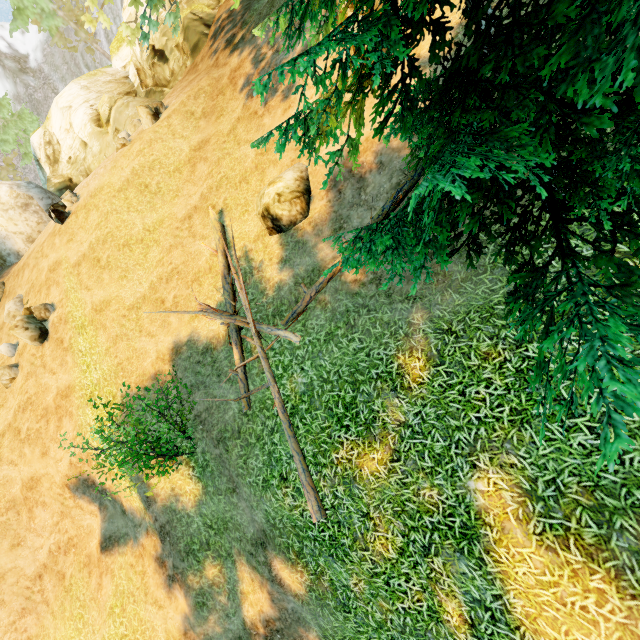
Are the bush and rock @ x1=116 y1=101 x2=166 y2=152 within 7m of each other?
no

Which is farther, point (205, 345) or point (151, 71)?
point (151, 71)

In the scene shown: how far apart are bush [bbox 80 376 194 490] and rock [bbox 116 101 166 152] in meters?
12.7 m

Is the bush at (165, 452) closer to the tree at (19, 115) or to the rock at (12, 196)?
the tree at (19, 115)

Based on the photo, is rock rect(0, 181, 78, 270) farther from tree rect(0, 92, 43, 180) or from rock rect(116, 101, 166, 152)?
rock rect(116, 101, 166, 152)

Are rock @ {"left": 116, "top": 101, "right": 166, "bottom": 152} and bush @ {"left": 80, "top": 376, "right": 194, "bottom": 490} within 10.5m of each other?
no

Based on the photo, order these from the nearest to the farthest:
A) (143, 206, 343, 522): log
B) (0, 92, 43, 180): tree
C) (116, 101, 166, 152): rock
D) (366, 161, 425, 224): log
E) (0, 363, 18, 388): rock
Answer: (143, 206, 343, 522): log → (366, 161, 425, 224): log → (0, 363, 18, 388): rock → (116, 101, 166, 152): rock → (0, 92, 43, 180): tree

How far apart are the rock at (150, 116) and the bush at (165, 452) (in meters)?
12.69
